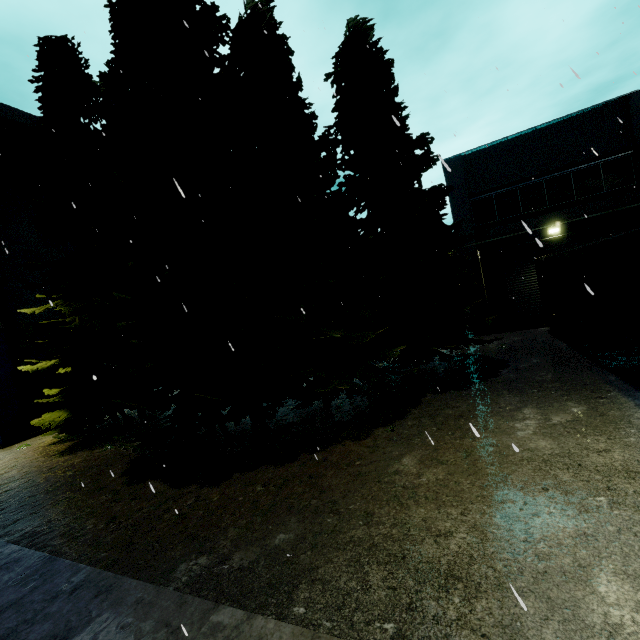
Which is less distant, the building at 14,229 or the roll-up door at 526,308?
the building at 14,229

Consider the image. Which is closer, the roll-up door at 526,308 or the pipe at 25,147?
the pipe at 25,147

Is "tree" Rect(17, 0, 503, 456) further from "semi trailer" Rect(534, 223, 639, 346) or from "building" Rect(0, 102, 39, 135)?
"building" Rect(0, 102, 39, 135)

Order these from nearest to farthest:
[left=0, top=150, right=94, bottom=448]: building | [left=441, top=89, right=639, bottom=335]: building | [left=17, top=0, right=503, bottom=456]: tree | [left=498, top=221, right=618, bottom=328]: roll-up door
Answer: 1. [left=17, top=0, right=503, bottom=456]: tree
2. [left=0, top=150, right=94, bottom=448]: building
3. [left=441, top=89, right=639, bottom=335]: building
4. [left=498, top=221, right=618, bottom=328]: roll-up door

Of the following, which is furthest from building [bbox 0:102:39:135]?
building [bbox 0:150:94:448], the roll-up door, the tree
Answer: the tree

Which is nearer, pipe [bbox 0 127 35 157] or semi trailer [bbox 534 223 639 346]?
semi trailer [bbox 534 223 639 346]

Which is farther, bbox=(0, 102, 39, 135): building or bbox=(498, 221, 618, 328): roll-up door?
bbox=(498, 221, 618, 328): roll-up door

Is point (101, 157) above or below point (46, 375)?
above
